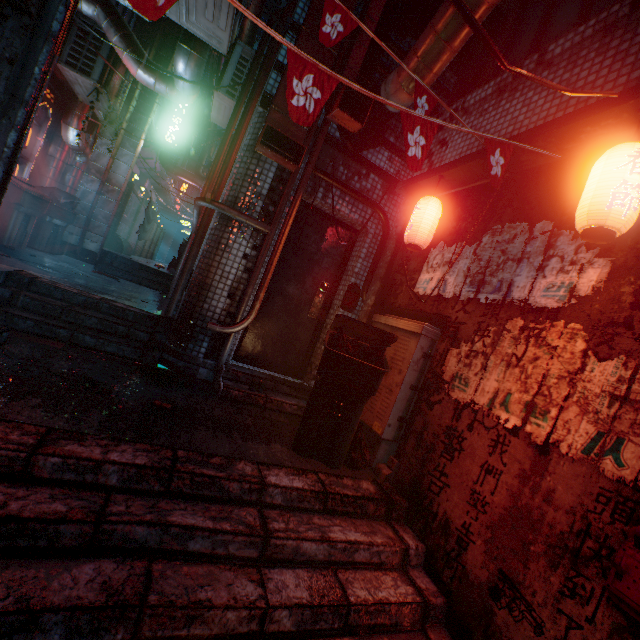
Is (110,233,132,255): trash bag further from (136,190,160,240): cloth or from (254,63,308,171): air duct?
(254,63,308,171): air duct

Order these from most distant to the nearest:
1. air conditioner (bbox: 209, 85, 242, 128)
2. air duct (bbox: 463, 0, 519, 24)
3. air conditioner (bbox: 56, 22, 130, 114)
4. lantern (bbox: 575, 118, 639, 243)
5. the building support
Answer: the building support
air conditioner (bbox: 209, 85, 242, 128)
air conditioner (bbox: 56, 22, 130, 114)
air duct (bbox: 463, 0, 519, 24)
lantern (bbox: 575, 118, 639, 243)

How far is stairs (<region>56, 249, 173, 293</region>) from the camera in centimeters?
647cm

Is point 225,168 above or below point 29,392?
above

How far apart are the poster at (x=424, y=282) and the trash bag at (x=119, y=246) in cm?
832

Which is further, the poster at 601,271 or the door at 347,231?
the door at 347,231

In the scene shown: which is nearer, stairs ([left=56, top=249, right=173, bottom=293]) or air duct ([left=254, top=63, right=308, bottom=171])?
air duct ([left=254, top=63, right=308, bottom=171])

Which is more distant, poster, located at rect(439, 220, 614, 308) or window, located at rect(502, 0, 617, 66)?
window, located at rect(502, 0, 617, 66)
